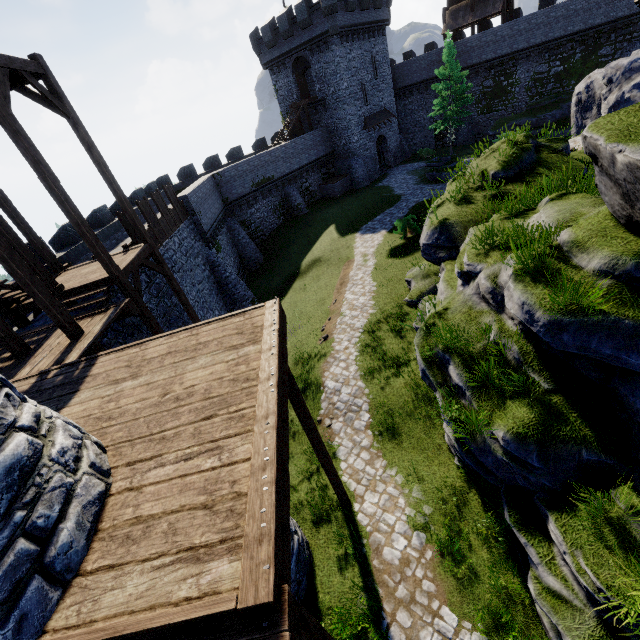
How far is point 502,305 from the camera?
7.2m

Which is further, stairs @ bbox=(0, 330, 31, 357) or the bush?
the bush

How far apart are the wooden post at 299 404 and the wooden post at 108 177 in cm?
941

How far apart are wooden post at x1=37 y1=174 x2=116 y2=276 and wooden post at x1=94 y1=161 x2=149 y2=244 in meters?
2.6

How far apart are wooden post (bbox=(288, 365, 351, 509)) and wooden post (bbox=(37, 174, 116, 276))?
7.1m

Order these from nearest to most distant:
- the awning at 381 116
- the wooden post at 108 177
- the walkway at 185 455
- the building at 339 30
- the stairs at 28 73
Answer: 1. the walkway at 185 455
2. the stairs at 28 73
3. the wooden post at 108 177
4. the building at 339 30
5. the awning at 381 116

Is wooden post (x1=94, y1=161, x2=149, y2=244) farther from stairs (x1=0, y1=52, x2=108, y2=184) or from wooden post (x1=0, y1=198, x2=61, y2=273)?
wooden post (x1=0, y1=198, x2=61, y2=273)

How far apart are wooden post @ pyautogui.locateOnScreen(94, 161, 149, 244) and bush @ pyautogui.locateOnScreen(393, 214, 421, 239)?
14.6 meters
